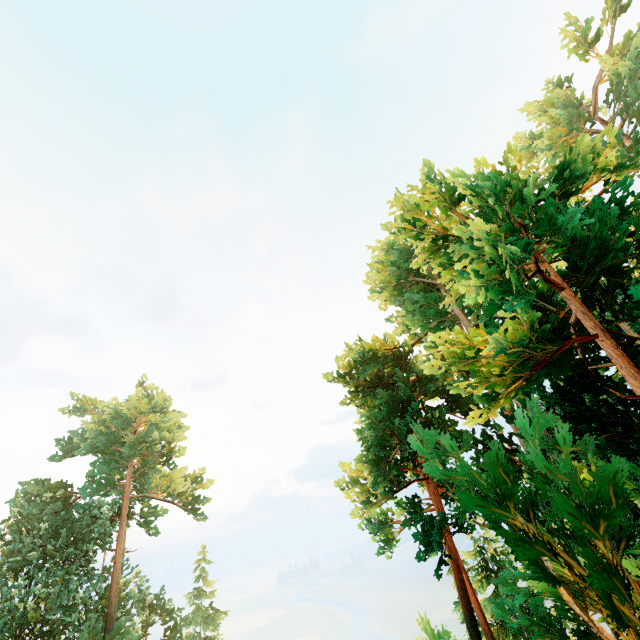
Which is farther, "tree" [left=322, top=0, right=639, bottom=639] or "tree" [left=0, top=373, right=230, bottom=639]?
"tree" [left=0, top=373, right=230, bottom=639]

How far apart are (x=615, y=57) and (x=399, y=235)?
22.8m

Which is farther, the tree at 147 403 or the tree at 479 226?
the tree at 147 403
